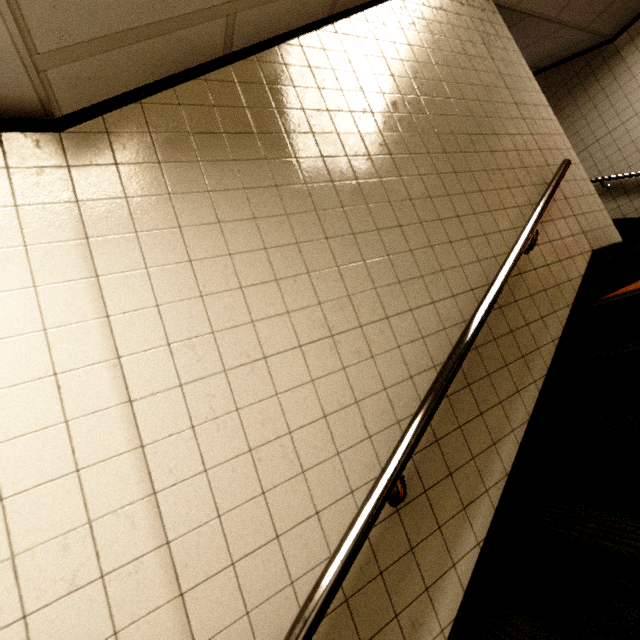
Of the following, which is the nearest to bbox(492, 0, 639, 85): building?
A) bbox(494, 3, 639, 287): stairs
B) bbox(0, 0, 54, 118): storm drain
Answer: bbox(494, 3, 639, 287): stairs

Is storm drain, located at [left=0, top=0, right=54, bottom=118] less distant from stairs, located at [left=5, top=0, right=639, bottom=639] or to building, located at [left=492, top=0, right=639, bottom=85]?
stairs, located at [left=5, top=0, right=639, bottom=639]

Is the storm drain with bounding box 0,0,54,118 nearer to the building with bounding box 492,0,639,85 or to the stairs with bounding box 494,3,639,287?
the stairs with bounding box 494,3,639,287

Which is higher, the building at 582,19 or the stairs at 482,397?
the building at 582,19

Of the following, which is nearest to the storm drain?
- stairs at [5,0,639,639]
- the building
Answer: stairs at [5,0,639,639]

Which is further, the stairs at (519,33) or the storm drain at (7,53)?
the stairs at (519,33)

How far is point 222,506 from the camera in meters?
1.0
